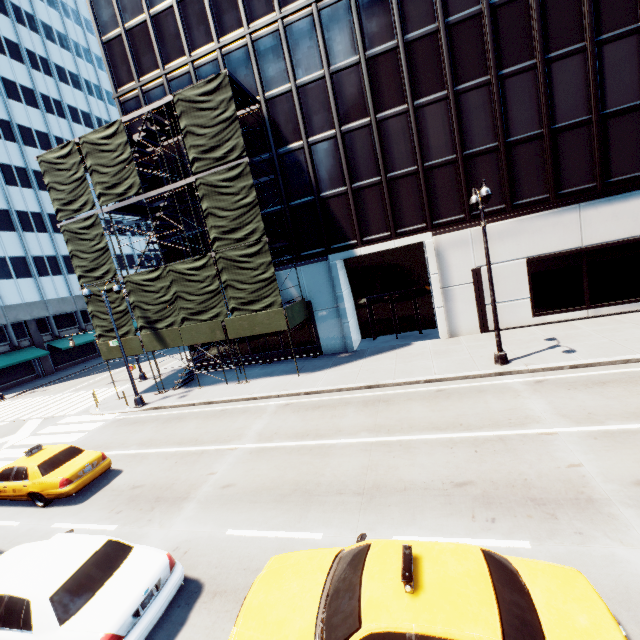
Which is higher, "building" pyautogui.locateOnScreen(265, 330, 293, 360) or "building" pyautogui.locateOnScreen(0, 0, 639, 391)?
"building" pyautogui.locateOnScreen(0, 0, 639, 391)

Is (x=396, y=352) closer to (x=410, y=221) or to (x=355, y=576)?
(x=410, y=221)

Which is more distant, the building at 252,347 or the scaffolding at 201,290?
the building at 252,347

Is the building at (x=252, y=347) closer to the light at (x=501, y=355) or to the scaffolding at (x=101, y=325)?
the scaffolding at (x=101, y=325)

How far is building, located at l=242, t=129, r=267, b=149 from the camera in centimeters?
1930cm

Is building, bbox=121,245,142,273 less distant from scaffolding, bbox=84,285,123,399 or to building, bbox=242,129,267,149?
scaffolding, bbox=84,285,123,399

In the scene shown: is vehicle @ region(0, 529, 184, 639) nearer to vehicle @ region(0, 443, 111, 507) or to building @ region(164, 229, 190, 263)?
vehicle @ region(0, 443, 111, 507)

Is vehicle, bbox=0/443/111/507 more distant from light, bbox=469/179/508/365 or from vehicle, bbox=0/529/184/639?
light, bbox=469/179/508/365
